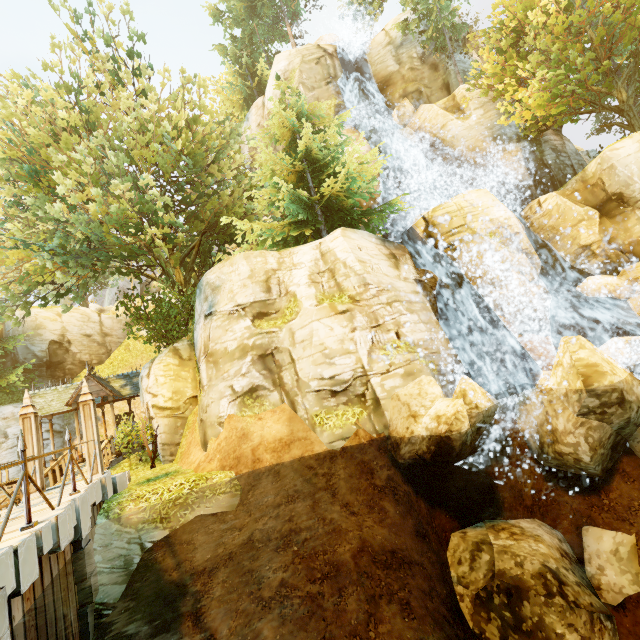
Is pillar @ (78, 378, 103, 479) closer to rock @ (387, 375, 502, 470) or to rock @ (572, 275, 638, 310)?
rock @ (387, 375, 502, 470)

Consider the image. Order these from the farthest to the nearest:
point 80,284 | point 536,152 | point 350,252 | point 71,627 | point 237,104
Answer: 1. point 237,104
2. point 536,152
3. point 80,284
4. point 350,252
5. point 71,627

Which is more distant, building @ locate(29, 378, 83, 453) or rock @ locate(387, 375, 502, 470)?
building @ locate(29, 378, 83, 453)

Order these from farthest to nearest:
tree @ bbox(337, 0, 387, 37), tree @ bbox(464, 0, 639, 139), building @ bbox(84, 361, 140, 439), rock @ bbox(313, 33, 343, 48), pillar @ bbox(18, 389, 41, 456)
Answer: tree @ bbox(337, 0, 387, 37)
rock @ bbox(313, 33, 343, 48)
building @ bbox(84, 361, 140, 439)
tree @ bbox(464, 0, 639, 139)
pillar @ bbox(18, 389, 41, 456)

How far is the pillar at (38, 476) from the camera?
8.30m

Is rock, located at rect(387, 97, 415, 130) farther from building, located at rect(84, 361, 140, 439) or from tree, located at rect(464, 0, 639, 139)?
building, located at rect(84, 361, 140, 439)

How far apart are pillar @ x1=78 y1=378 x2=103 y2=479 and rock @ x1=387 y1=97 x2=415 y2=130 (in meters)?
23.53

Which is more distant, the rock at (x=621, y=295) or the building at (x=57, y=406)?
the building at (x=57, y=406)
